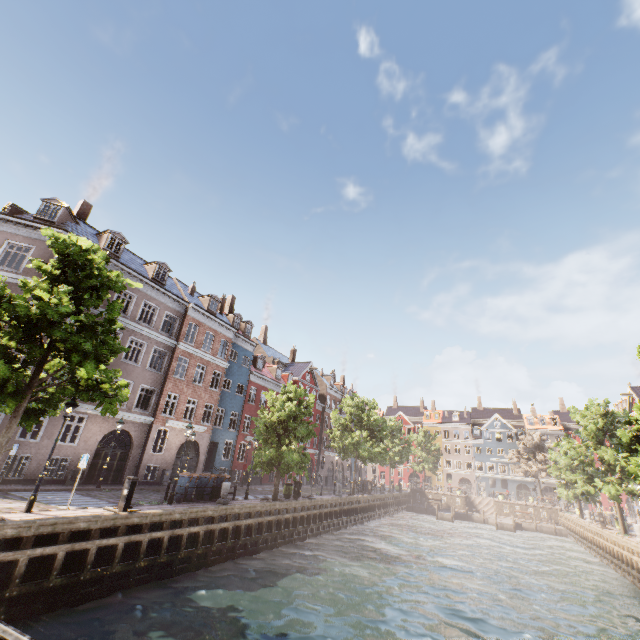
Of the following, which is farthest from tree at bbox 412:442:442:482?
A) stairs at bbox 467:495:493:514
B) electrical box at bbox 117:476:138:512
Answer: stairs at bbox 467:495:493:514

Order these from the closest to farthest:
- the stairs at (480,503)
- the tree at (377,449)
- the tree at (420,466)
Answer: the tree at (377,449) < the stairs at (480,503) < the tree at (420,466)

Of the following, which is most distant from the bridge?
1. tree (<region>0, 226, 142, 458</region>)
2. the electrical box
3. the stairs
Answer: the stairs

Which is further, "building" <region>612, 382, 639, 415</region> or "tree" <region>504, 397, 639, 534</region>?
"building" <region>612, 382, 639, 415</region>

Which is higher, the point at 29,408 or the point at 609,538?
the point at 29,408

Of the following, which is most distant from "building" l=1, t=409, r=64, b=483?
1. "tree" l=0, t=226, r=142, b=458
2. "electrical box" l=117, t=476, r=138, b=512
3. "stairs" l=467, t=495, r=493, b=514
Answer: "stairs" l=467, t=495, r=493, b=514

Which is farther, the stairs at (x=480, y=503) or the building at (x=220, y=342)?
the stairs at (x=480, y=503)

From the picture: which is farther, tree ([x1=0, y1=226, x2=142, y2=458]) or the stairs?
the stairs
